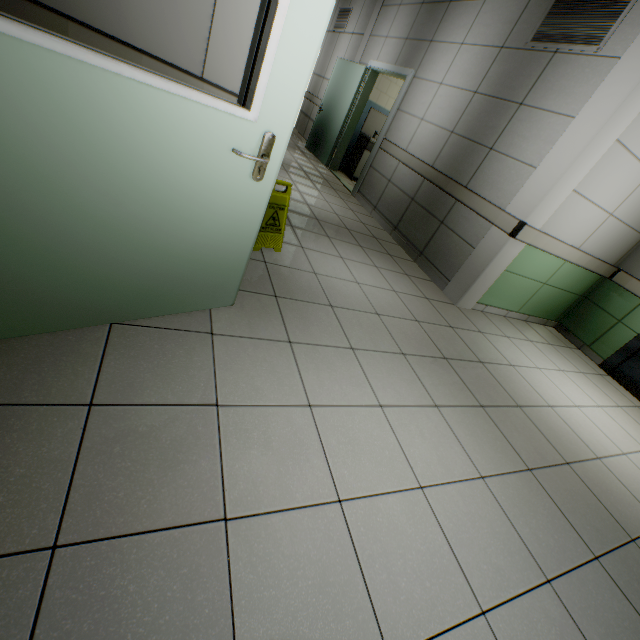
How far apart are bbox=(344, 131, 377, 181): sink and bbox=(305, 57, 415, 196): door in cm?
29

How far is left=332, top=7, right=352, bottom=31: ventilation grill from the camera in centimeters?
776cm

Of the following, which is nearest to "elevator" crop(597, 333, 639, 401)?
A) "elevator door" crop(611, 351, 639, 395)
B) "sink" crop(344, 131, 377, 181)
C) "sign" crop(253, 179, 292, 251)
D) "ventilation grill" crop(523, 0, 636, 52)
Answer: "elevator door" crop(611, 351, 639, 395)

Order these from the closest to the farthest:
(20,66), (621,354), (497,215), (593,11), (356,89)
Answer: (20,66) < (593,11) < (497,215) < (621,354) < (356,89)

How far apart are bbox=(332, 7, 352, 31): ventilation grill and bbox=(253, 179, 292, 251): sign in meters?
7.8 m

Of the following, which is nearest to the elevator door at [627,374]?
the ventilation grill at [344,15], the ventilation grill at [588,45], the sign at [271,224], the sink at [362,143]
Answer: the ventilation grill at [588,45]

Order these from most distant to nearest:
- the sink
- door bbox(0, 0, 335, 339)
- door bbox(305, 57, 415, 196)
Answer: the sink, door bbox(305, 57, 415, 196), door bbox(0, 0, 335, 339)

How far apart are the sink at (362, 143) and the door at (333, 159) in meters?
0.3
